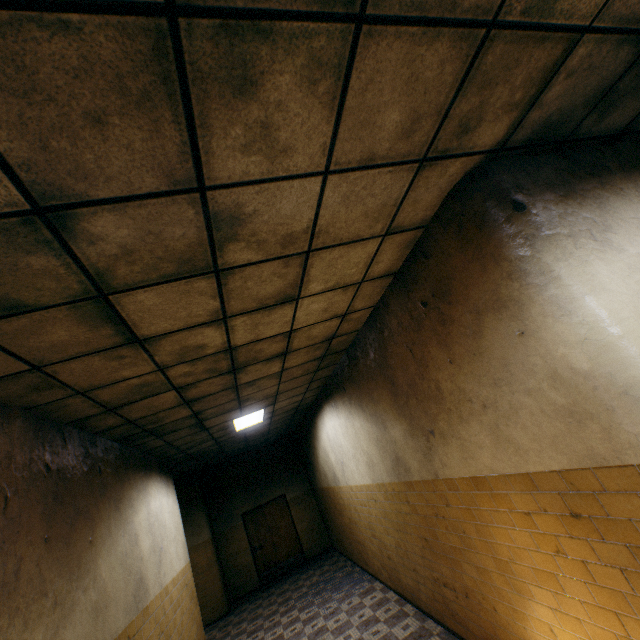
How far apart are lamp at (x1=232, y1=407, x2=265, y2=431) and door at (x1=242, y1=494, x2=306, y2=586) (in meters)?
5.66

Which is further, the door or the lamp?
the door

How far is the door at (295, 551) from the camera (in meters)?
10.60

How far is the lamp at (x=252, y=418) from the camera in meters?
6.3 m

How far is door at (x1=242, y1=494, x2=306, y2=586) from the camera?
10.6m

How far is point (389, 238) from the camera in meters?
2.6

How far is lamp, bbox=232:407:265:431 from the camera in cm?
635

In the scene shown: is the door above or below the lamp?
below
